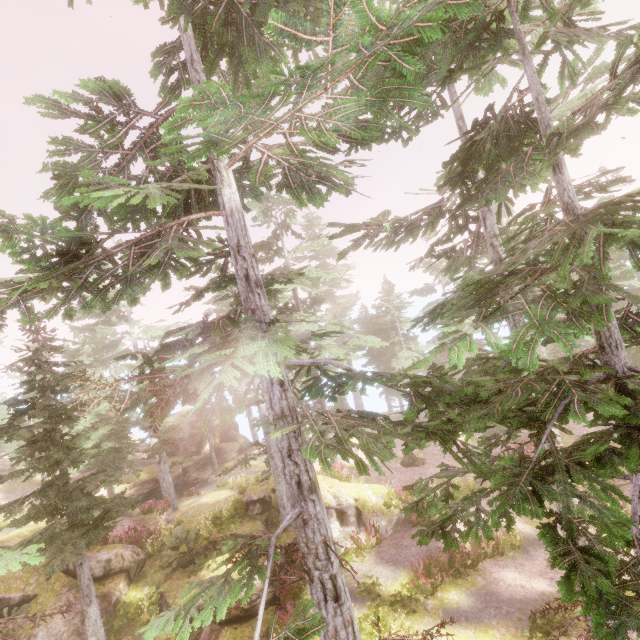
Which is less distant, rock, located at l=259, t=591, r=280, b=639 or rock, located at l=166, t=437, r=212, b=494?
rock, located at l=259, t=591, r=280, b=639

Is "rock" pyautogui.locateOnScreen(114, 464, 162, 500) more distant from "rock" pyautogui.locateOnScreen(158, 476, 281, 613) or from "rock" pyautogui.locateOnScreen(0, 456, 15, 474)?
"rock" pyautogui.locateOnScreen(158, 476, 281, 613)

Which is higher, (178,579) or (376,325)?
(376,325)

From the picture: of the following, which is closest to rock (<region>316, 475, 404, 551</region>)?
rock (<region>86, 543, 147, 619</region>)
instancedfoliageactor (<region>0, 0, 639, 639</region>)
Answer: instancedfoliageactor (<region>0, 0, 639, 639</region>)

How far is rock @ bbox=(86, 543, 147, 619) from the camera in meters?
13.8

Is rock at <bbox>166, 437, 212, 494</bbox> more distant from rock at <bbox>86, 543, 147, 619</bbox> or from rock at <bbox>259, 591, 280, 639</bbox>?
rock at <bbox>259, 591, 280, 639</bbox>

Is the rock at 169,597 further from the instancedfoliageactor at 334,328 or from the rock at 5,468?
the rock at 5,468

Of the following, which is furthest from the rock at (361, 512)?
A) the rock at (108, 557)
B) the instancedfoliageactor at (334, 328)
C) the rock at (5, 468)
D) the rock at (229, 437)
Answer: the rock at (5, 468)
